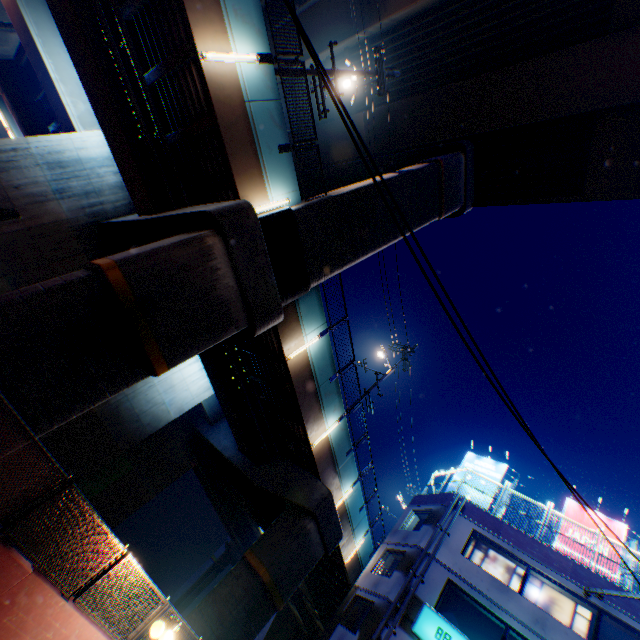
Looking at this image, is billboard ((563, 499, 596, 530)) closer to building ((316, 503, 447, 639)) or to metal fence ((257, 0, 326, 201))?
metal fence ((257, 0, 326, 201))

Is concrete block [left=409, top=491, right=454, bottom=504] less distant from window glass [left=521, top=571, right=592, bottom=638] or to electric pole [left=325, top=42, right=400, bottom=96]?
window glass [left=521, top=571, right=592, bottom=638]

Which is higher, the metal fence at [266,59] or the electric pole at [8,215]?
the metal fence at [266,59]

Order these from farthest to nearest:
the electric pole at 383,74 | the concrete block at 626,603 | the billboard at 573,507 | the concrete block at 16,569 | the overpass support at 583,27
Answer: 1. the billboard at 573,507
2. the overpass support at 583,27
3. the concrete block at 626,603
4. the electric pole at 383,74
5. the concrete block at 16,569

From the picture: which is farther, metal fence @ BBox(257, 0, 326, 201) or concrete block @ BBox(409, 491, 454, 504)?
concrete block @ BBox(409, 491, 454, 504)

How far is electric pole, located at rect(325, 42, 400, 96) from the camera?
12.6 meters

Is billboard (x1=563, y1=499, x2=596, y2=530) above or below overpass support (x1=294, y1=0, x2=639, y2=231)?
below

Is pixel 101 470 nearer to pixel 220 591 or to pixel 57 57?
pixel 220 591
